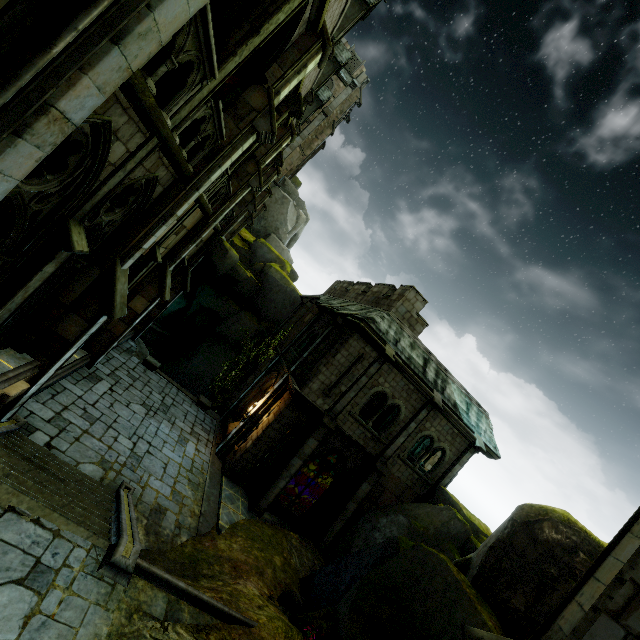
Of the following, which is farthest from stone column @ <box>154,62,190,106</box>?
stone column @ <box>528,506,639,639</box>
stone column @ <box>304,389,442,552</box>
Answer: stone column @ <box>304,389,442,552</box>

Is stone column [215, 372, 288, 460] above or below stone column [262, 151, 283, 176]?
below

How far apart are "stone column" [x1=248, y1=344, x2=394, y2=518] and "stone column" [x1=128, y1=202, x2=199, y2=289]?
9.5 meters

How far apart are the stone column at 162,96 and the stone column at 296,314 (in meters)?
18.06

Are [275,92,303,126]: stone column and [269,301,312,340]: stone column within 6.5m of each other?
no

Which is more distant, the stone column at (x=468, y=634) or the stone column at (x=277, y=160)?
the stone column at (x=277, y=160)

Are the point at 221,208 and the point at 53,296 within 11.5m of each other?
yes

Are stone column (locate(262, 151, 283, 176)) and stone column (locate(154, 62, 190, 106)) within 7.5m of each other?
no
